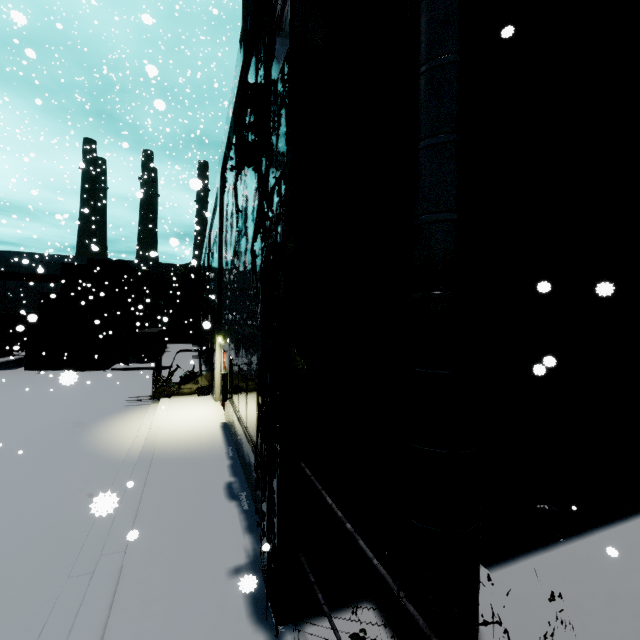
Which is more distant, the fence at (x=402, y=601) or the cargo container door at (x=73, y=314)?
the cargo container door at (x=73, y=314)

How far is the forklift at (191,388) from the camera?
14.3m

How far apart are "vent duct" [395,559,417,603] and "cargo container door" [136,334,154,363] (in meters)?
25.30

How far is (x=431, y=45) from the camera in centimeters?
345cm

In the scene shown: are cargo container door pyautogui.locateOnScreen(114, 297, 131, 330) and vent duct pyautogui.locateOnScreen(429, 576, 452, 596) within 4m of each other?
no

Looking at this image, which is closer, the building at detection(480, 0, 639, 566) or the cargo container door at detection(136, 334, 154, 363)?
the building at detection(480, 0, 639, 566)

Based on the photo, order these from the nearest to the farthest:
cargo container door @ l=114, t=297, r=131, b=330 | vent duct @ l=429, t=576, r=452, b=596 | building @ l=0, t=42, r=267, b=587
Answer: vent duct @ l=429, t=576, r=452, b=596
building @ l=0, t=42, r=267, b=587
cargo container door @ l=114, t=297, r=131, b=330

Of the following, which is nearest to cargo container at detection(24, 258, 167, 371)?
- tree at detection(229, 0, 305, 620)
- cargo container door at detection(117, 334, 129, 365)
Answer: cargo container door at detection(117, 334, 129, 365)
